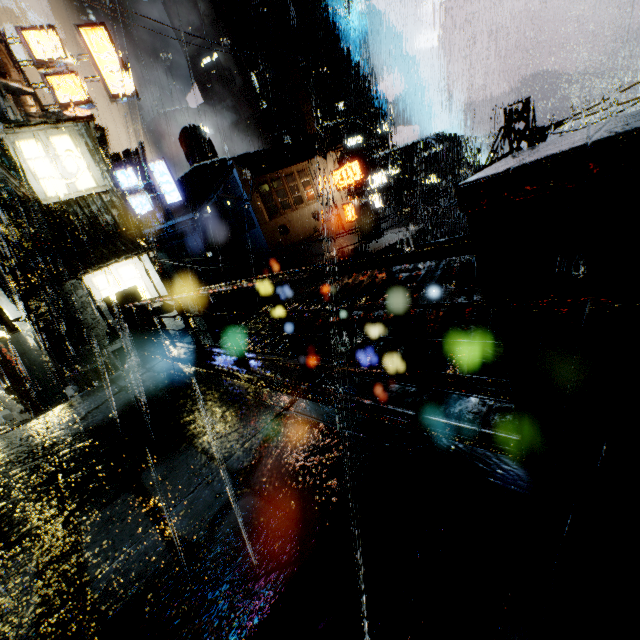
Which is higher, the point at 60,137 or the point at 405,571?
the point at 60,137

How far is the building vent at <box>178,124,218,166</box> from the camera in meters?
36.9 m

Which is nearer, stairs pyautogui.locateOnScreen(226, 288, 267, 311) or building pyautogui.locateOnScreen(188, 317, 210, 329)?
building pyautogui.locateOnScreen(188, 317, 210, 329)

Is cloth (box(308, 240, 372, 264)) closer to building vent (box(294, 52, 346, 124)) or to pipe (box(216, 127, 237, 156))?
building vent (box(294, 52, 346, 124))

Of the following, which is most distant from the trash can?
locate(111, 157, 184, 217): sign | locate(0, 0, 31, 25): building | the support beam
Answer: locate(0, 0, 31, 25): building

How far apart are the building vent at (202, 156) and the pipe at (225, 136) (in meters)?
17.93

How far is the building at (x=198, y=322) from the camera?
16.31m

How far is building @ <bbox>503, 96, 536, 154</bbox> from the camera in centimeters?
904cm
